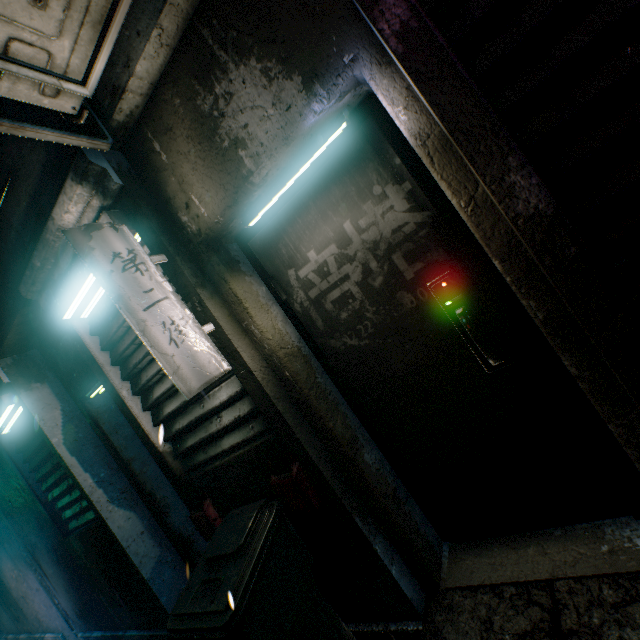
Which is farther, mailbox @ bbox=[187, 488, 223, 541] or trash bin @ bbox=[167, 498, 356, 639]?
mailbox @ bbox=[187, 488, 223, 541]

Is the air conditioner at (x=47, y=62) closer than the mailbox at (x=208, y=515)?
Yes

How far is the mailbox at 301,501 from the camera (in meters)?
1.54

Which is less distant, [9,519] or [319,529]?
[319,529]

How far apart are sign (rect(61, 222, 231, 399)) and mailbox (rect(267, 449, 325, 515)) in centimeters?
55cm

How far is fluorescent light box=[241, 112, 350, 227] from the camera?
1.36m

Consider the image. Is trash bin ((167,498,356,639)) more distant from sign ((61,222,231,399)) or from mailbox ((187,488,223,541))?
sign ((61,222,231,399))

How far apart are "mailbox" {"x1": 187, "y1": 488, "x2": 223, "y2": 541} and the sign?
1.0m
